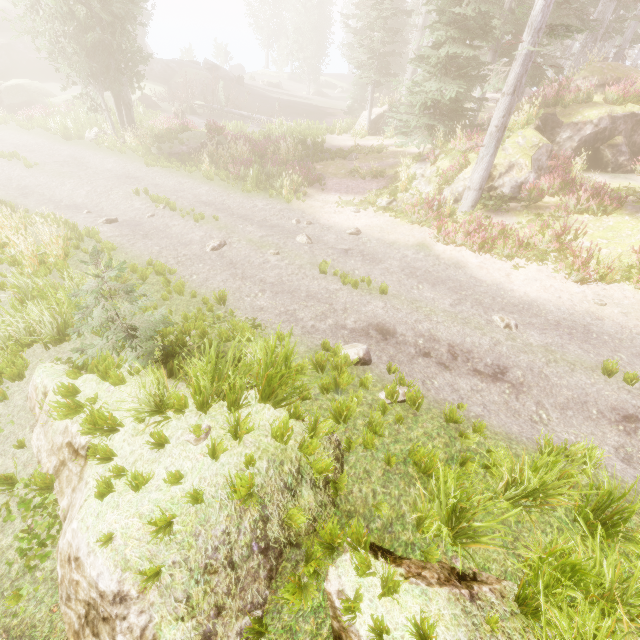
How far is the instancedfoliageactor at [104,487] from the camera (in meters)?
3.40

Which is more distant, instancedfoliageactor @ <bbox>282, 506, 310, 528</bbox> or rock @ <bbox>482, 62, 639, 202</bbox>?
rock @ <bbox>482, 62, 639, 202</bbox>

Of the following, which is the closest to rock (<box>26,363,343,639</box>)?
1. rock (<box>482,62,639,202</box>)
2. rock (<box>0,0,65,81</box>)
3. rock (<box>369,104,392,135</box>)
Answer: rock (<box>482,62,639,202</box>)

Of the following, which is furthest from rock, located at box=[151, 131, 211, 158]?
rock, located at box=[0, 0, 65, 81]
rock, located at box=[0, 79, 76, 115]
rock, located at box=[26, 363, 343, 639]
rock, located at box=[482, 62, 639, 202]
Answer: rock, located at box=[26, 363, 343, 639]

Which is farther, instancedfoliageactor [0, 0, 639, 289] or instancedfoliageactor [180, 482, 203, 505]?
instancedfoliageactor [0, 0, 639, 289]

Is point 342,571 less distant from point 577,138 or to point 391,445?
point 391,445

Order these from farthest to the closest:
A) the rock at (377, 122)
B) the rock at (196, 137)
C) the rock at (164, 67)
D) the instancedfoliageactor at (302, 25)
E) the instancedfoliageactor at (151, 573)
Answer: the instancedfoliageactor at (302, 25)
the rock at (164, 67)
the rock at (377, 122)
the rock at (196, 137)
the instancedfoliageactor at (151, 573)

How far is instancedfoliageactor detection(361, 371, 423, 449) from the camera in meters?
4.5 m
